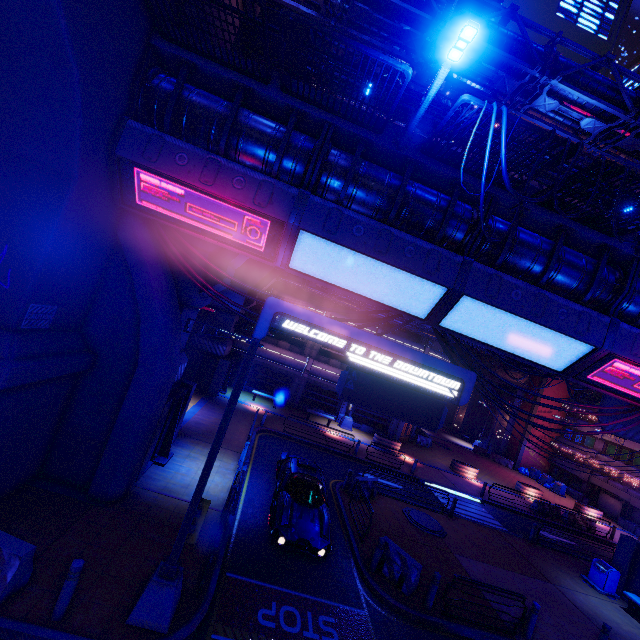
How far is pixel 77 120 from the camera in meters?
7.0

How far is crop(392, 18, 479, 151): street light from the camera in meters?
5.7 m

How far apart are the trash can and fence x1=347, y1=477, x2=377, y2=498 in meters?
10.7

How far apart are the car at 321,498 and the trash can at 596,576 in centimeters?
1404cm

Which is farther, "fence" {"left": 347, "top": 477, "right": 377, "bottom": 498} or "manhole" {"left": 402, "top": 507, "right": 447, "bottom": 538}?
"fence" {"left": 347, "top": 477, "right": 377, "bottom": 498}

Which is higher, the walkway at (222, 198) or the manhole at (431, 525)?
the walkway at (222, 198)

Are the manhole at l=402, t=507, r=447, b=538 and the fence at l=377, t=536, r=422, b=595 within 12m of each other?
yes

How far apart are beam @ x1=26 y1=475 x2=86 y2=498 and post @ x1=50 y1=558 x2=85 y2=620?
3.6m
